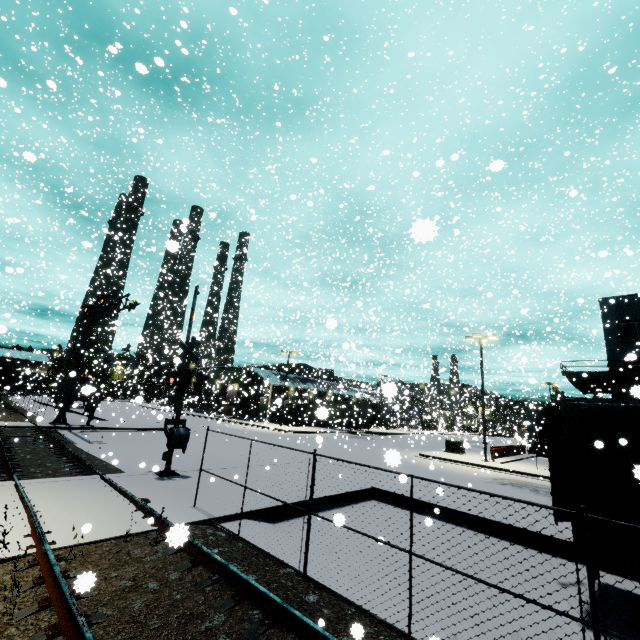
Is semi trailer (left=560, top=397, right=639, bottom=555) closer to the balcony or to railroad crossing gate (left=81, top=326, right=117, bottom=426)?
the balcony

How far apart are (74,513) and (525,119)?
26.8m

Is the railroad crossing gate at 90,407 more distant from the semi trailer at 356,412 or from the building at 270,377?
the semi trailer at 356,412

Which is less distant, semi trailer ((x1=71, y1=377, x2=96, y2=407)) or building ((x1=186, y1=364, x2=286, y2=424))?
semi trailer ((x1=71, y1=377, x2=96, y2=407))

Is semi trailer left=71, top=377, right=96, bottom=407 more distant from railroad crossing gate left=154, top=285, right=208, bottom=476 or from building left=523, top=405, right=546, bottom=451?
railroad crossing gate left=154, top=285, right=208, bottom=476

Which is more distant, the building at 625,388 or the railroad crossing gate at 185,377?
the railroad crossing gate at 185,377

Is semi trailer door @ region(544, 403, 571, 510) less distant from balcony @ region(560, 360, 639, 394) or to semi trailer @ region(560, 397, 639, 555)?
semi trailer @ region(560, 397, 639, 555)

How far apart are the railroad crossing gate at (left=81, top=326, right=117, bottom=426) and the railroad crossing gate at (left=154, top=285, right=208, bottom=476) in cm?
1363
